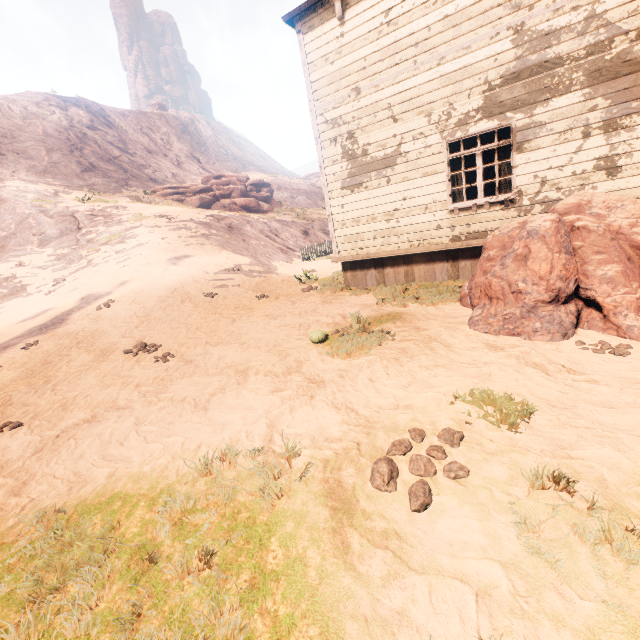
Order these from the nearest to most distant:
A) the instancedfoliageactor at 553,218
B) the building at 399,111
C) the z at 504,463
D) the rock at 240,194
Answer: the z at 504,463 → the instancedfoliageactor at 553,218 → the building at 399,111 → the rock at 240,194

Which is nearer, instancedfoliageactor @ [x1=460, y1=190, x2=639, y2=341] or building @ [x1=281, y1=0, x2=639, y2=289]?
instancedfoliageactor @ [x1=460, y1=190, x2=639, y2=341]

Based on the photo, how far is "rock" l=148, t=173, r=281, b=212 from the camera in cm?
3064

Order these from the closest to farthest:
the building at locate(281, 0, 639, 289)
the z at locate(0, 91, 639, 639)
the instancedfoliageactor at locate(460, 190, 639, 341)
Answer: the z at locate(0, 91, 639, 639) < the instancedfoliageactor at locate(460, 190, 639, 341) < the building at locate(281, 0, 639, 289)

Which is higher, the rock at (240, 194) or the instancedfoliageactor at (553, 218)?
the rock at (240, 194)

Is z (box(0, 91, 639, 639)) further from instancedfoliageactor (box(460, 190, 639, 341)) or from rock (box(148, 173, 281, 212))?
rock (box(148, 173, 281, 212))

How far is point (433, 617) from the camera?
1.6m

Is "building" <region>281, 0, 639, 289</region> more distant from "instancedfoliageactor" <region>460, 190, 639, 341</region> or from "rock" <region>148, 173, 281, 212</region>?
"rock" <region>148, 173, 281, 212</region>
